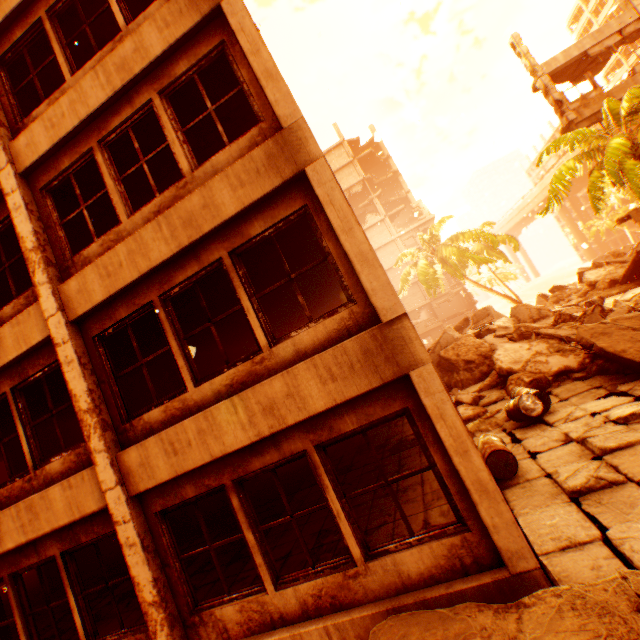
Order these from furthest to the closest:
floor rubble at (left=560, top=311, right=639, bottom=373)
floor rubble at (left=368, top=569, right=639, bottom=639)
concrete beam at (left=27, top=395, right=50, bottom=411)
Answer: concrete beam at (left=27, top=395, right=50, bottom=411) → floor rubble at (left=560, top=311, right=639, bottom=373) → floor rubble at (left=368, top=569, right=639, bottom=639)

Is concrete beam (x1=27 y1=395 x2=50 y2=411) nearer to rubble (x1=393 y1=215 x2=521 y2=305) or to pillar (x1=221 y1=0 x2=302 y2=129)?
pillar (x1=221 y1=0 x2=302 y2=129)

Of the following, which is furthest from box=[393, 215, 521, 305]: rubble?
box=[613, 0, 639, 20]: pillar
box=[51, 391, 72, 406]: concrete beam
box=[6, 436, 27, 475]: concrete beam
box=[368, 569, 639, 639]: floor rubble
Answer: box=[6, 436, 27, 475]: concrete beam

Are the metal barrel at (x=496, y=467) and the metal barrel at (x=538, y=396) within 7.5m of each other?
yes

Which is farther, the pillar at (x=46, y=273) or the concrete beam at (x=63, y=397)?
the concrete beam at (x=63, y=397)

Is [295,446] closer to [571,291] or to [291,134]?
[291,134]

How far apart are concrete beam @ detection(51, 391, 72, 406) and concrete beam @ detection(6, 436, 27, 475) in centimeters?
458cm

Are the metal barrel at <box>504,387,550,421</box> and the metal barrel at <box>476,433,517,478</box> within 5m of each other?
yes
